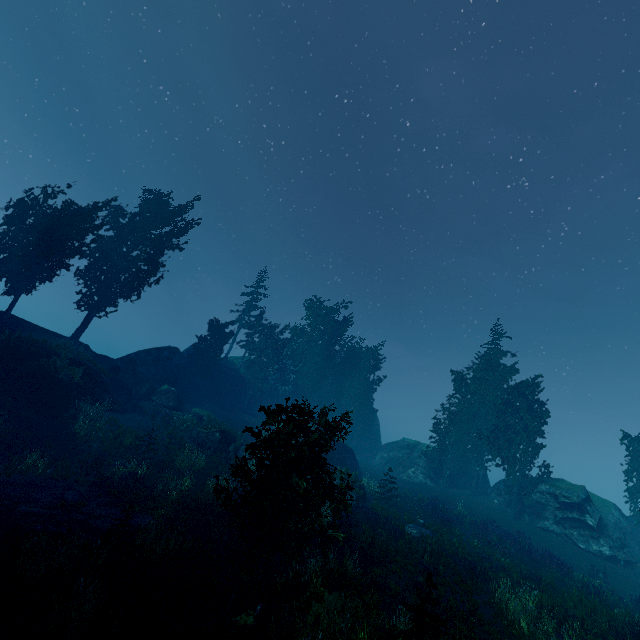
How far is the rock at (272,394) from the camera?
43.38m

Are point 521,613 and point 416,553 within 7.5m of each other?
yes

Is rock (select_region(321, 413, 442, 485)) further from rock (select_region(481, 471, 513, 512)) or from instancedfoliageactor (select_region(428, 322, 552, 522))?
rock (select_region(481, 471, 513, 512))

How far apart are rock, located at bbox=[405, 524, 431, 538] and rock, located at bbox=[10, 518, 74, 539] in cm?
1784

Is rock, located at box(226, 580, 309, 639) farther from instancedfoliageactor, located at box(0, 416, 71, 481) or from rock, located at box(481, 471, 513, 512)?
rock, located at box(481, 471, 513, 512)

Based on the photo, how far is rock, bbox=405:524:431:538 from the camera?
20.27m

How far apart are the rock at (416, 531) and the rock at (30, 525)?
17.8m

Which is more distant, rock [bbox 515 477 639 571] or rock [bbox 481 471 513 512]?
rock [bbox 481 471 513 512]
